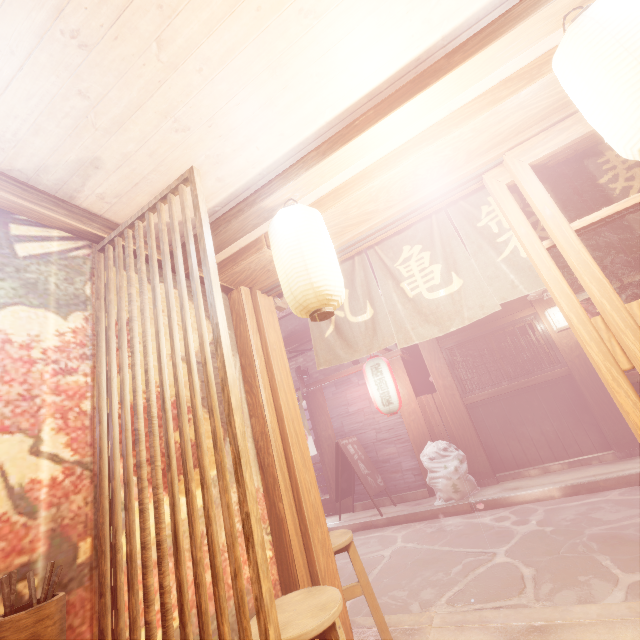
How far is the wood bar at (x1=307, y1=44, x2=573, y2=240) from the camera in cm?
315

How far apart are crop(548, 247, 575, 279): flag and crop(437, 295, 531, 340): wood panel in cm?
875

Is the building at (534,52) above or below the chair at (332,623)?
above

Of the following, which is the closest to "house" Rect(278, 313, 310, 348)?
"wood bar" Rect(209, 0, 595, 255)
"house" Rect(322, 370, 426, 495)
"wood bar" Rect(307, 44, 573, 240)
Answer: "wood bar" Rect(307, 44, 573, 240)

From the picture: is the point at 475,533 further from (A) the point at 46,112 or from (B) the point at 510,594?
(A) the point at 46,112

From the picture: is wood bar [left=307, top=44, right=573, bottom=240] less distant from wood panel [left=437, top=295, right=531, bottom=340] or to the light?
the light

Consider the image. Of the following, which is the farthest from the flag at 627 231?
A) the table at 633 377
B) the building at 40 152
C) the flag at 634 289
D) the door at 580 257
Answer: the table at 633 377

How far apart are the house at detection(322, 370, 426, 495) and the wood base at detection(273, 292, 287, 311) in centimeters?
830cm
